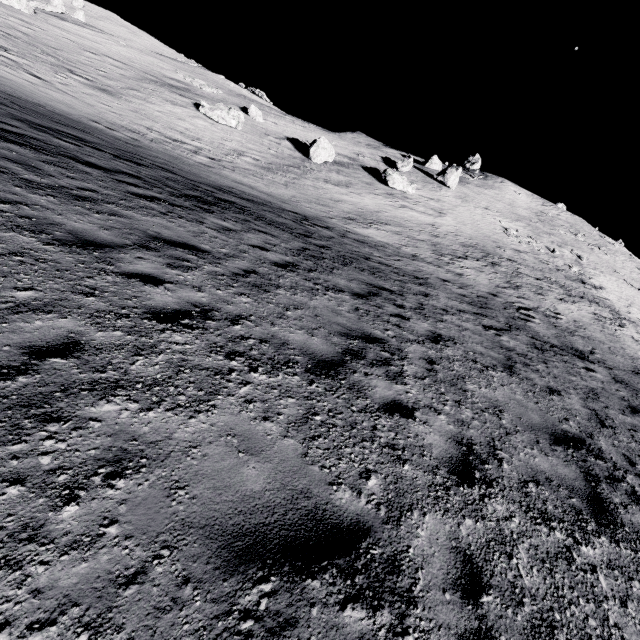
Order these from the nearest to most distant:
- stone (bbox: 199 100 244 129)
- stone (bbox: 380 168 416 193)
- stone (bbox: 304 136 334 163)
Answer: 1. stone (bbox: 199 100 244 129)
2. stone (bbox: 304 136 334 163)
3. stone (bbox: 380 168 416 193)

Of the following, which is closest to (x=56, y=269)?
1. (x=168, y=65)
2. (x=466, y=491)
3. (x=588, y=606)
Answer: (x=466, y=491)

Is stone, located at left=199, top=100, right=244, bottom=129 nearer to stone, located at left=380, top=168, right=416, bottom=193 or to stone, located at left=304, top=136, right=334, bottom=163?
stone, located at left=304, top=136, right=334, bottom=163

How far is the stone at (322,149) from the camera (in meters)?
28.50

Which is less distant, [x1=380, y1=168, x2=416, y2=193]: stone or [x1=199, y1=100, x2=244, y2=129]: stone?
[x1=199, y1=100, x2=244, y2=129]: stone

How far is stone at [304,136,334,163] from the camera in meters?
28.5 m

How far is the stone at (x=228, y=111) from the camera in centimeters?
2683cm

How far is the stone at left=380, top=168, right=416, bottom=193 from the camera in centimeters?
3050cm
